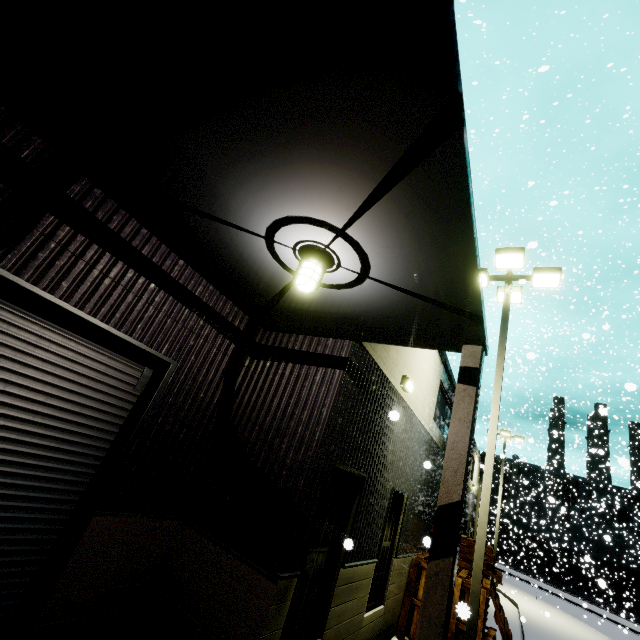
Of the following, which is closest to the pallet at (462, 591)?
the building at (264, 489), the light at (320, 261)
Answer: the building at (264, 489)

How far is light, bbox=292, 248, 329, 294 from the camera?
3.4m

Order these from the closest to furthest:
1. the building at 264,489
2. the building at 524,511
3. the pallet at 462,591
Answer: the building at 264,489 < the pallet at 462,591 < the building at 524,511

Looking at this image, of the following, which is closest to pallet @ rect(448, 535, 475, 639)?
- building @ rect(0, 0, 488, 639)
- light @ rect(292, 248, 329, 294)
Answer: building @ rect(0, 0, 488, 639)

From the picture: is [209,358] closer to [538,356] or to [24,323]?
[24,323]

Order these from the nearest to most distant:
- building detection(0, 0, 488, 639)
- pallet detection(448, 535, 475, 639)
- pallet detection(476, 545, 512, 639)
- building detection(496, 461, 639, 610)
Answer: building detection(0, 0, 488, 639)
pallet detection(448, 535, 475, 639)
pallet detection(476, 545, 512, 639)
building detection(496, 461, 639, 610)

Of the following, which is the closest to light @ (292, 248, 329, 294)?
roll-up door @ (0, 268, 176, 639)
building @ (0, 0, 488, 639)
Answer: building @ (0, 0, 488, 639)

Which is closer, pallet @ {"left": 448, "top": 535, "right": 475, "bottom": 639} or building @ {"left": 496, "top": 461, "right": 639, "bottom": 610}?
pallet @ {"left": 448, "top": 535, "right": 475, "bottom": 639}
